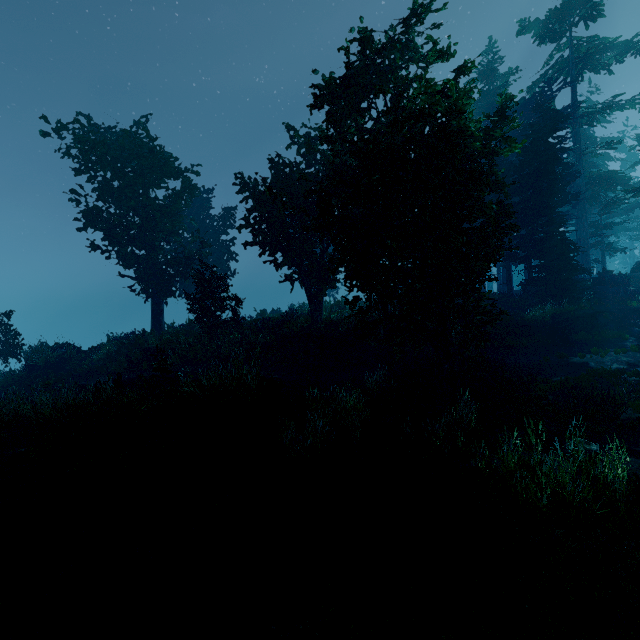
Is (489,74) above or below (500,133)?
above

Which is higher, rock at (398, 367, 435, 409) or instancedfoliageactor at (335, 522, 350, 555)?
instancedfoliageactor at (335, 522, 350, 555)

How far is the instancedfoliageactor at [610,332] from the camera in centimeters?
1769cm

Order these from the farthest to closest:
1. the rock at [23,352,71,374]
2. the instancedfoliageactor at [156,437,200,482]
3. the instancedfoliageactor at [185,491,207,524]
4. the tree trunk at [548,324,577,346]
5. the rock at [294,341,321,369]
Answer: the rock at [23,352,71,374] < the rock at [294,341,321,369] < the tree trunk at [548,324,577,346] < the instancedfoliageactor at [156,437,200,482] < the instancedfoliageactor at [185,491,207,524]

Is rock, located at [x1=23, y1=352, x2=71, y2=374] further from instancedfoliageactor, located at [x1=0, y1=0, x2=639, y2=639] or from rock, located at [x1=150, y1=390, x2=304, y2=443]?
rock, located at [x1=150, y1=390, x2=304, y2=443]

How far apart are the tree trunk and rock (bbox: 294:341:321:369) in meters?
13.2 m

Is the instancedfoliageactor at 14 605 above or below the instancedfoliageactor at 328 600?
above

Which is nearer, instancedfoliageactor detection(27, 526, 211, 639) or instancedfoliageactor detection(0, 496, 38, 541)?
instancedfoliageactor detection(27, 526, 211, 639)
